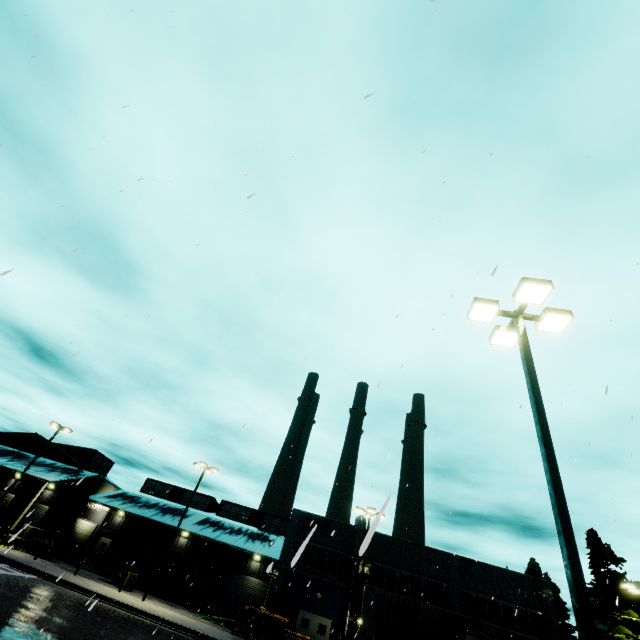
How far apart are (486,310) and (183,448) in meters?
10.7

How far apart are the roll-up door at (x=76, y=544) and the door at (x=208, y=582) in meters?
15.0

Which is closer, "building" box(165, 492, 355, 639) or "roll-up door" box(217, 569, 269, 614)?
"building" box(165, 492, 355, 639)

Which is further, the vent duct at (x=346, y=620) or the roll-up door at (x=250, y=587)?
the roll-up door at (x=250, y=587)

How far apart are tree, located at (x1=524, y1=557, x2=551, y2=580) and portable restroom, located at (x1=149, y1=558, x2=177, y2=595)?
46.9 meters

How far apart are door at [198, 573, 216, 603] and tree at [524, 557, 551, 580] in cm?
4253

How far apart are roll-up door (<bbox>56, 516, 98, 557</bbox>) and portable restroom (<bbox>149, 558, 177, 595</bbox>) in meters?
11.8

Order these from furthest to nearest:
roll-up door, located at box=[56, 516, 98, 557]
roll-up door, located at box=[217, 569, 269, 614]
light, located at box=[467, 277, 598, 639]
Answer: roll-up door, located at box=[56, 516, 98, 557], roll-up door, located at box=[217, 569, 269, 614], light, located at box=[467, 277, 598, 639]
